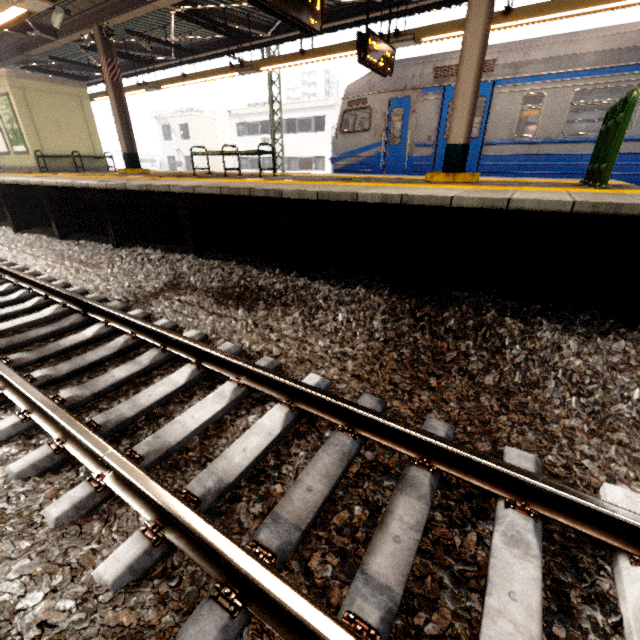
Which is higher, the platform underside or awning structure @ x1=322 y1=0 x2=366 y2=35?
awning structure @ x1=322 y1=0 x2=366 y2=35

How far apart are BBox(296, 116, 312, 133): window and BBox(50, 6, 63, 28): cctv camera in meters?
21.8

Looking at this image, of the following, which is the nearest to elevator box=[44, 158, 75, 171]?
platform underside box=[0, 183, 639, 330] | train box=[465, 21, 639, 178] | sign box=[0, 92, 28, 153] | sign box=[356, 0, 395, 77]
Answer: sign box=[0, 92, 28, 153]

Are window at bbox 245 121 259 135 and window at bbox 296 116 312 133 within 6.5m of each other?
yes

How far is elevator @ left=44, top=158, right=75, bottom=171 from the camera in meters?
11.6

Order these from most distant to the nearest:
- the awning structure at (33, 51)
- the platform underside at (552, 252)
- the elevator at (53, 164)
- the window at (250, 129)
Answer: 1. the window at (250, 129)
2. the elevator at (53, 164)
3. the awning structure at (33, 51)
4. the platform underside at (552, 252)

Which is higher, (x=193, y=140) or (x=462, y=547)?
(x=193, y=140)

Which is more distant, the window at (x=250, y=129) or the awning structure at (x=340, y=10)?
the window at (x=250, y=129)
